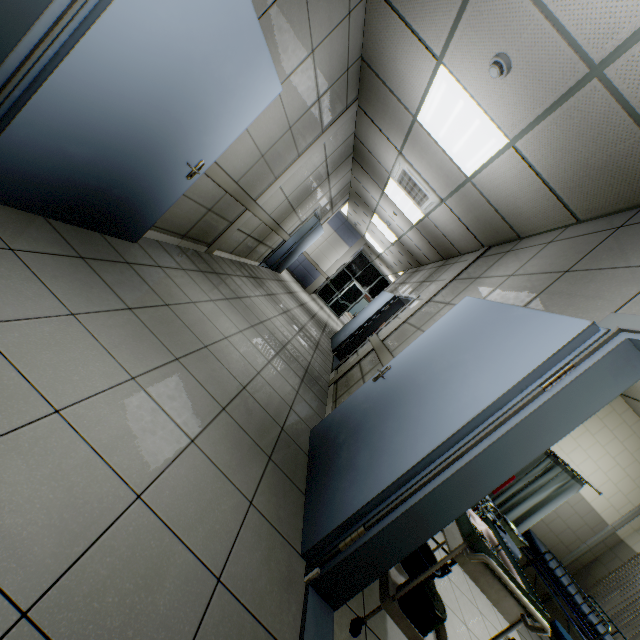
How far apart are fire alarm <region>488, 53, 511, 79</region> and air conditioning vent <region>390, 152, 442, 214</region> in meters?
2.4 m

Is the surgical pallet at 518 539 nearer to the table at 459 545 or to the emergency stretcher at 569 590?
the emergency stretcher at 569 590

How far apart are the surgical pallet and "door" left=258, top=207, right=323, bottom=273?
6.6m

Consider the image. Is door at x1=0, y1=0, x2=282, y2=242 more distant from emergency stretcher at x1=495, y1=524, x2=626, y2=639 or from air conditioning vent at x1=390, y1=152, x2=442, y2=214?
emergency stretcher at x1=495, y1=524, x2=626, y2=639

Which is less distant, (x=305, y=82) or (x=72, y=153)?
(x=72, y=153)

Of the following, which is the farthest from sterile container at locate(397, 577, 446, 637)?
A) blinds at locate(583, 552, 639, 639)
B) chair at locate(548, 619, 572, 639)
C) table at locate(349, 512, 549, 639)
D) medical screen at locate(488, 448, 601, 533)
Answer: blinds at locate(583, 552, 639, 639)

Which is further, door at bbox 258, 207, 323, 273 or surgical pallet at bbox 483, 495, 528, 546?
door at bbox 258, 207, 323, 273

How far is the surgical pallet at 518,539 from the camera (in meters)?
3.96
